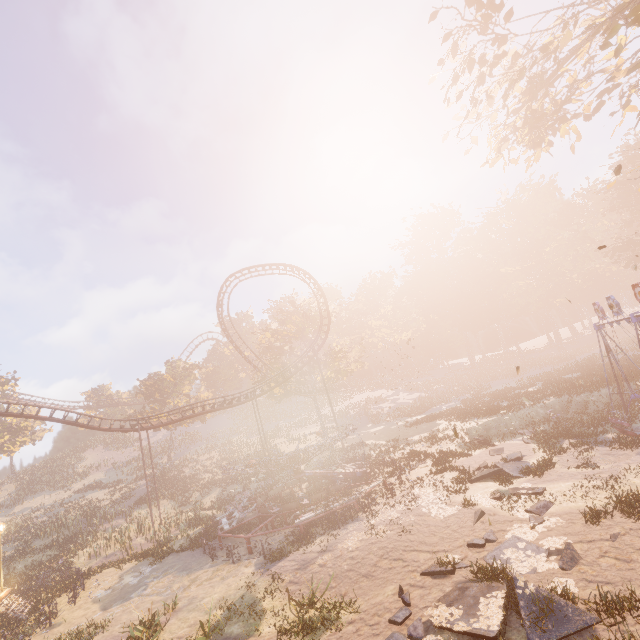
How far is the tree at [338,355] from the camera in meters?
43.2 m

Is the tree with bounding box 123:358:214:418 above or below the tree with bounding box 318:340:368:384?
above

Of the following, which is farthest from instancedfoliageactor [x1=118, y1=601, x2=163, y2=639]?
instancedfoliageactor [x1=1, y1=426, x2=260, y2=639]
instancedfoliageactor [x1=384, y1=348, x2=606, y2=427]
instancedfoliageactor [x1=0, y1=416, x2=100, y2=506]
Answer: instancedfoliageactor [x1=384, y1=348, x2=606, y2=427]

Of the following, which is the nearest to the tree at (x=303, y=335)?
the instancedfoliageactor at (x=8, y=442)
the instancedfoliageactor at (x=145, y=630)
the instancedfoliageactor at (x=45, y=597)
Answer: the instancedfoliageactor at (x=45, y=597)

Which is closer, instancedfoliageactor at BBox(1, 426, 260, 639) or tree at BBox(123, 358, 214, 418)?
instancedfoliageactor at BBox(1, 426, 260, 639)

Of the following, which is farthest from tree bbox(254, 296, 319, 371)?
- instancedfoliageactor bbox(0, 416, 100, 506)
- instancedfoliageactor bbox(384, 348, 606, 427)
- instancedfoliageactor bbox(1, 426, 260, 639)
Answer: instancedfoliageactor bbox(0, 416, 100, 506)

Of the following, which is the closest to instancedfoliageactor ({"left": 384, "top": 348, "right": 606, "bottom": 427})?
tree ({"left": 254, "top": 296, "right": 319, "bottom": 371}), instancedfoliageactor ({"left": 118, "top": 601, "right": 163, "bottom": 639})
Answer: tree ({"left": 254, "top": 296, "right": 319, "bottom": 371})

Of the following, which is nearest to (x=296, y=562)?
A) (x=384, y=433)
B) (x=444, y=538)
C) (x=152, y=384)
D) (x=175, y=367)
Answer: (x=444, y=538)
